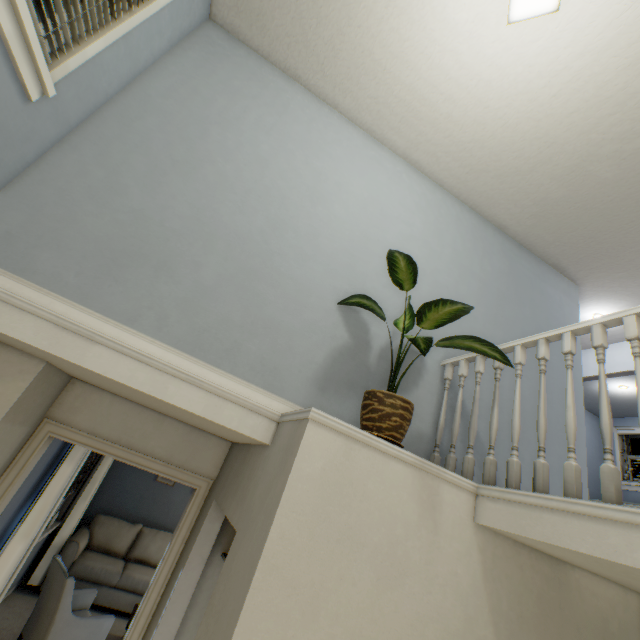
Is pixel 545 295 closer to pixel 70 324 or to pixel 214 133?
pixel 214 133

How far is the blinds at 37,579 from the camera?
4.4 meters

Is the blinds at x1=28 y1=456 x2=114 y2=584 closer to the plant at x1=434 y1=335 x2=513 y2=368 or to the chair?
the chair

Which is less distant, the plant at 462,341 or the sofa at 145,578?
the plant at 462,341

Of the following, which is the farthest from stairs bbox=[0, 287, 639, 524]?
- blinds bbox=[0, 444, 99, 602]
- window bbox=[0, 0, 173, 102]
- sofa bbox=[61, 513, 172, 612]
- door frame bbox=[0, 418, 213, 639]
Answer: sofa bbox=[61, 513, 172, 612]

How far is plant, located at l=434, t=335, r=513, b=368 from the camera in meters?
1.7

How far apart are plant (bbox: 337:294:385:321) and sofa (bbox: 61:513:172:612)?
5.4m

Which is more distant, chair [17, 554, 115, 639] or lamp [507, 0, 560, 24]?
chair [17, 554, 115, 639]
